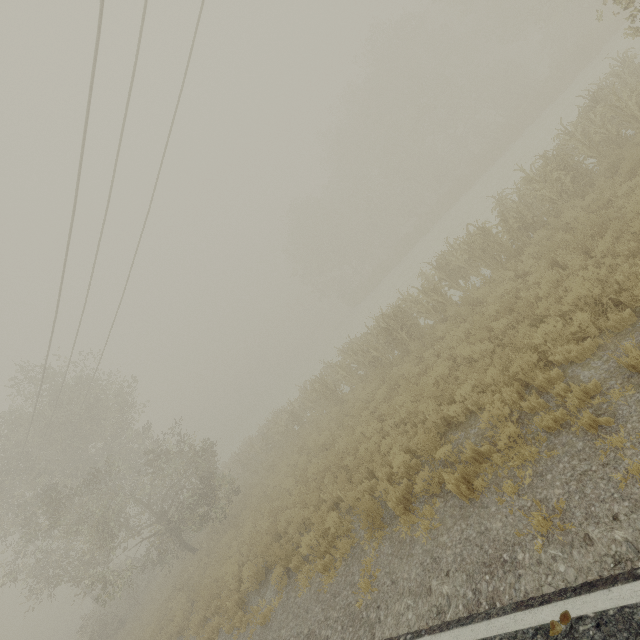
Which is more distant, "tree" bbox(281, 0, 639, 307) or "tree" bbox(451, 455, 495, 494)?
"tree" bbox(281, 0, 639, 307)

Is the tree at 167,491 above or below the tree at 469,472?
above

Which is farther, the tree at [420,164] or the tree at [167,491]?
the tree at [420,164]

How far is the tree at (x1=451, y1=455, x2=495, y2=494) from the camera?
5.44m

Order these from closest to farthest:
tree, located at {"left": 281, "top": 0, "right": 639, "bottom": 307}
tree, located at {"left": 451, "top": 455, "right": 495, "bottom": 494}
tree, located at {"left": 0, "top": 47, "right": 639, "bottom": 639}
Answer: tree, located at {"left": 451, "top": 455, "right": 495, "bottom": 494}, tree, located at {"left": 0, "top": 47, "right": 639, "bottom": 639}, tree, located at {"left": 281, "top": 0, "right": 639, "bottom": 307}

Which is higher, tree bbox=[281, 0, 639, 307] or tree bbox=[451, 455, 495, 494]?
tree bbox=[281, 0, 639, 307]

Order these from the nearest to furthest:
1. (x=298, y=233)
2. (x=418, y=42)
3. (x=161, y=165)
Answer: (x=161, y=165) < (x=418, y=42) < (x=298, y=233)
